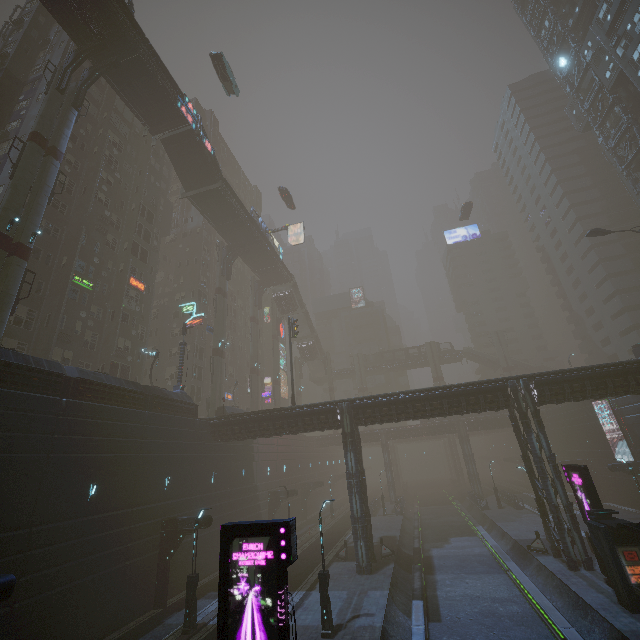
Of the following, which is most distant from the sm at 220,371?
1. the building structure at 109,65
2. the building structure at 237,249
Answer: the building structure at 109,65

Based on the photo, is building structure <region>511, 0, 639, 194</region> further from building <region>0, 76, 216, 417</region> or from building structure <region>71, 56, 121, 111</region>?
building structure <region>71, 56, 121, 111</region>

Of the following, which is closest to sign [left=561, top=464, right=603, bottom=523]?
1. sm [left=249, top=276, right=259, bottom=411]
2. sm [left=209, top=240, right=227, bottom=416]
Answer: sm [left=209, top=240, right=227, bottom=416]

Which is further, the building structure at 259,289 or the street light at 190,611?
the building structure at 259,289

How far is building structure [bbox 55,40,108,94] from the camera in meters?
25.5 m

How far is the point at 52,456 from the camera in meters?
16.2

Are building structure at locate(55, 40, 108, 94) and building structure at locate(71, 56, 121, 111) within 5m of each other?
yes

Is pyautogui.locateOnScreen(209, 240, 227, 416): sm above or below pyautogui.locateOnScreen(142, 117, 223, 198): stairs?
below
